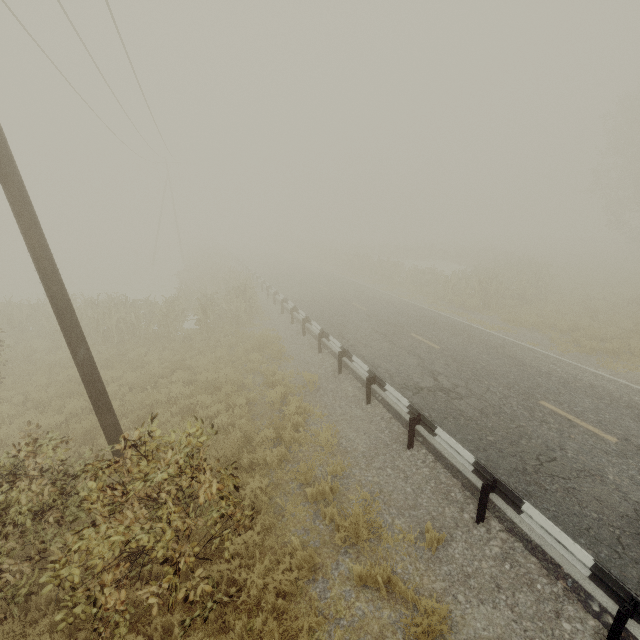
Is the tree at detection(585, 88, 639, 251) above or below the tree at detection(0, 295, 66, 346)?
above

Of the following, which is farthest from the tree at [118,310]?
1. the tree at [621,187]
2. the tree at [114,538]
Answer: the tree at [621,187]

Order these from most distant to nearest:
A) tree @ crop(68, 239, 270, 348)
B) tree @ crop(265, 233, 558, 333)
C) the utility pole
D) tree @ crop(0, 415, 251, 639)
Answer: tree @ crop(265, 233, 558, 333) < tree @ crop(68, 239, 270, 348) < the utility pole < tree @ crop(0, 415, 251, 639)

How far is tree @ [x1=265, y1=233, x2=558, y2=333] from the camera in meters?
19.1

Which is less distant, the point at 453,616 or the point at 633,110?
the point at 453,616

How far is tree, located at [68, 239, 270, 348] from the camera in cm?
1421

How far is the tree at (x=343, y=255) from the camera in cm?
1909

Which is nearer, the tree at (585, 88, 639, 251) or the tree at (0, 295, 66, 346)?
the tree at (0, 295, 66, 346)
